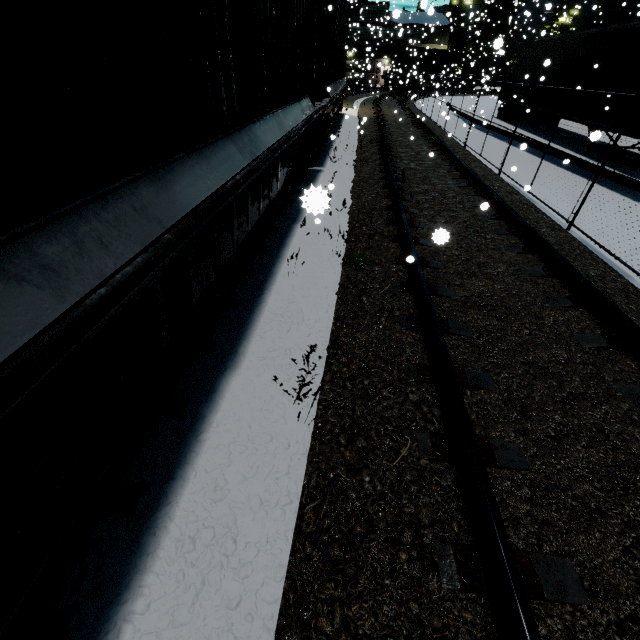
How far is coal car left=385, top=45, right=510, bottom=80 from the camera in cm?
3762

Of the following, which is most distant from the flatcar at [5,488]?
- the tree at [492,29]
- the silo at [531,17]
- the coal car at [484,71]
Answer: the tree at [492,29]

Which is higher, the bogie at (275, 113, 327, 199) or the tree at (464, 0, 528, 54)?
the tree at (464, 0, 528, 54)

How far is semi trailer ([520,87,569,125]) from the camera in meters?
13.5

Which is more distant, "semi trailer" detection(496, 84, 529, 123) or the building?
the building

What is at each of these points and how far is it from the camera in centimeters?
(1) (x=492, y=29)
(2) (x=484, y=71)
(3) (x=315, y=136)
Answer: (1) tree, 5294cm
(2) coal car, 4569cm
(3) bogie, 866cm

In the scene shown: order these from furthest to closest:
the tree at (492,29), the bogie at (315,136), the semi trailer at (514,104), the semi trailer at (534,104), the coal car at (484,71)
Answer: the coal car at (484,71) < the tree at (492,29) < the semi trailer at (514,104) < the semi trailer at (534,104) < the bogie at (315,136)
